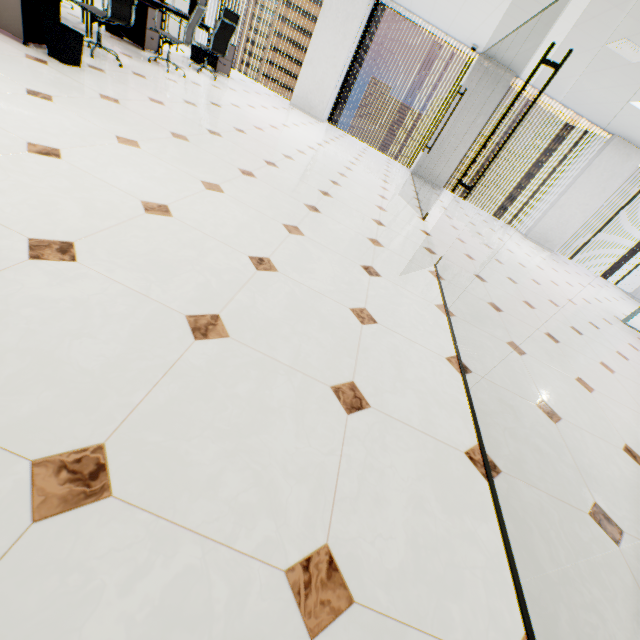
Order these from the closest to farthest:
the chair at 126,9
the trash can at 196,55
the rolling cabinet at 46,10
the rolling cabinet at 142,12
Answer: Result: the rolling cabinet at 46,10 < the chair at 126,9 < the rolling cabinet at 142,12 < the trash can at 196,55

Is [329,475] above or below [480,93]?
below

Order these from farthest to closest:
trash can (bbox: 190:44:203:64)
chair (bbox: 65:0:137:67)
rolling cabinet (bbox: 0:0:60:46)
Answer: trash can (bbox: 190:44:203:64) → chair (bbox: 65:0:137:67) → rolling cabinet (bbox: 0:0:60:46)

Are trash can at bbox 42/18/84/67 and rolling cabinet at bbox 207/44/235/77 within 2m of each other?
no

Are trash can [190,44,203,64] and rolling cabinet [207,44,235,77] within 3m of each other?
yes

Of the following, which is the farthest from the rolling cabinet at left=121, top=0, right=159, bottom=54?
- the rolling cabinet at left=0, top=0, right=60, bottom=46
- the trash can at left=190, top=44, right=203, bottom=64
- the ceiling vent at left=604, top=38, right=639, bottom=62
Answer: the ceiling vent at left=604, top=38, right=639, bottom=62

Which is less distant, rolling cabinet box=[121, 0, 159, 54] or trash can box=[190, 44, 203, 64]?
rolling cabinet box=[121, 0, 159, 54]

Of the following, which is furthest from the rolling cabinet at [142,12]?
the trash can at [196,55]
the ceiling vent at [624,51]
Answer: the ceiling vent at [624,51]
